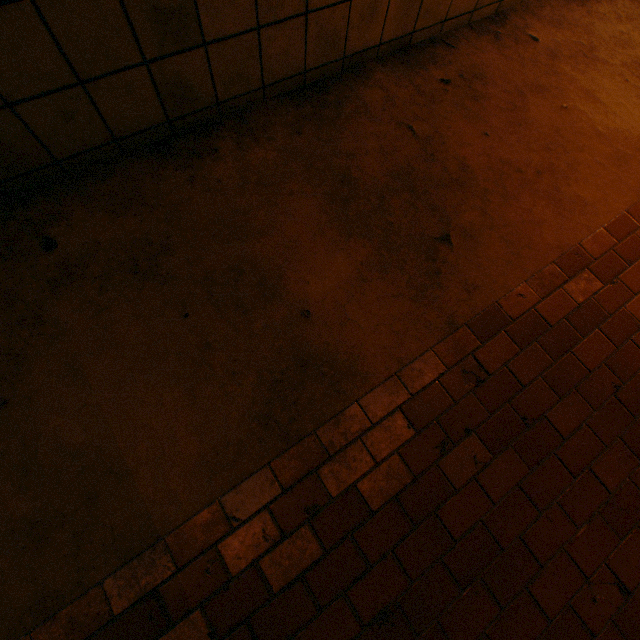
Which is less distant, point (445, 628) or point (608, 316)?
point (445, 628)
